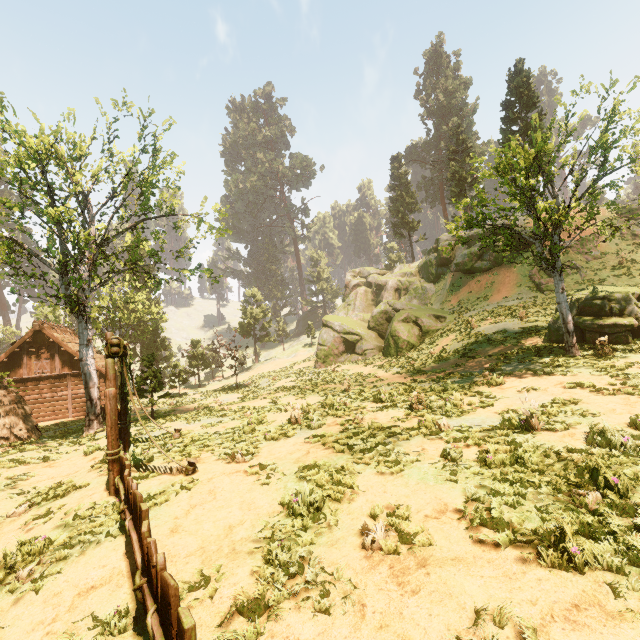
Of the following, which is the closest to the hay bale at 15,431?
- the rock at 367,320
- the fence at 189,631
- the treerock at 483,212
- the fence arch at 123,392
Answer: the treerock at 483,212

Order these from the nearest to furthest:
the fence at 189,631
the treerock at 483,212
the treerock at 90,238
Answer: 1. the fence at 189,631
2. the treerock at 483,212
3. the treerock at 90,238

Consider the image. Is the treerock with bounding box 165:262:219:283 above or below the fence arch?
above

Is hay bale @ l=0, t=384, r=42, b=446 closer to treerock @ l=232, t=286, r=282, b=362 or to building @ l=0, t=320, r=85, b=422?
treerock @ l=232, t=286, r=282, b=362

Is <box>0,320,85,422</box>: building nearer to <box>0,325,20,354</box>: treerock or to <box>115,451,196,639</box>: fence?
<box>0,325,20,354</box>: treerock

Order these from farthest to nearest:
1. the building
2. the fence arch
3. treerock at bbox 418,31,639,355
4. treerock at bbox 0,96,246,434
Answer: the building → treerock at bbox 0,96,246,434 → treerock at bbox 418,31,639,355 → the fence arch

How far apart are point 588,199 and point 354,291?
30.4m

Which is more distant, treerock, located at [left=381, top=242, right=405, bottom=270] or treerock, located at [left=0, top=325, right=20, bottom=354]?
treerock, located at [left=381, top=242, right=405, bottom=270]
